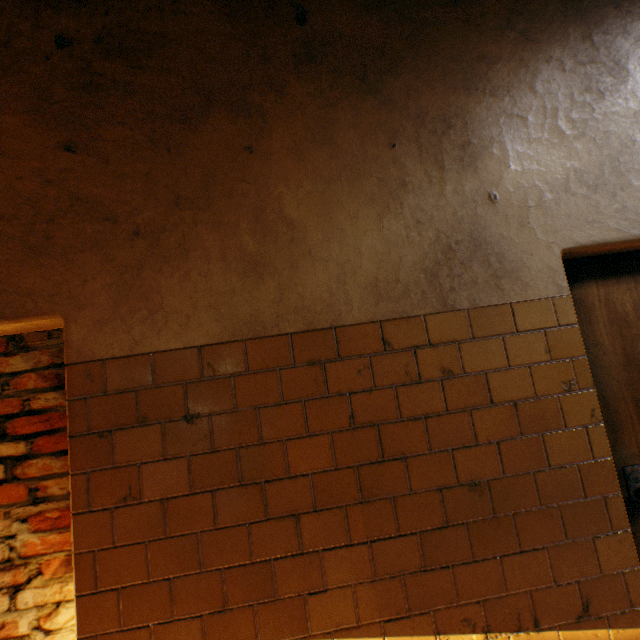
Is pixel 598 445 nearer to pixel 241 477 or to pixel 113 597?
pixel 241 477
